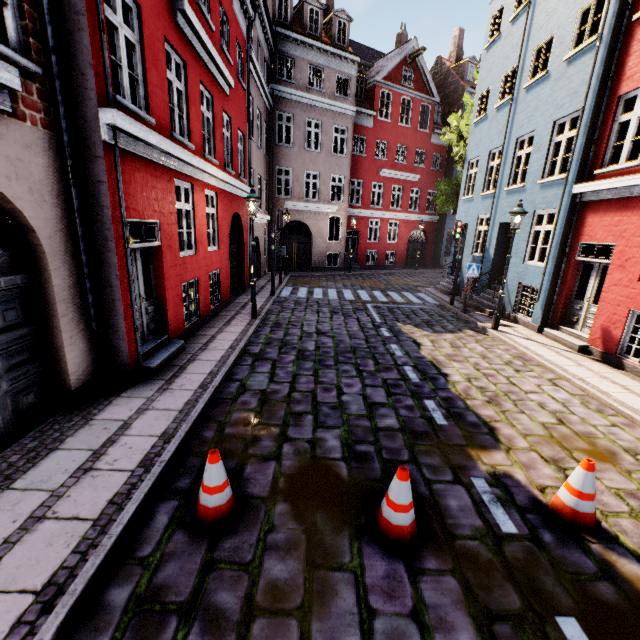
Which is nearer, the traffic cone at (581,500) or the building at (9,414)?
the traffic cone at (581,500)

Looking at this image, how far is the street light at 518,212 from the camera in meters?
9.4 m

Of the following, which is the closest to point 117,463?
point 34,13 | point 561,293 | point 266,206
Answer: point 34,13

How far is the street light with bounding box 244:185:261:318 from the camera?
9.3 meters

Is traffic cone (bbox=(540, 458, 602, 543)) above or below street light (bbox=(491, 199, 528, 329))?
below

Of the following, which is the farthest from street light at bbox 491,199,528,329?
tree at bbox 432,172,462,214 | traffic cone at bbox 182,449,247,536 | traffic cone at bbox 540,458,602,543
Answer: tree at bbox 432,172,462,214

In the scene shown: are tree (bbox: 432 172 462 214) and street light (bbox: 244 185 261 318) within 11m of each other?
no

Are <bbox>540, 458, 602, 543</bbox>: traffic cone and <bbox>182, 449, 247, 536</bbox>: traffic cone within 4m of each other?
yes
